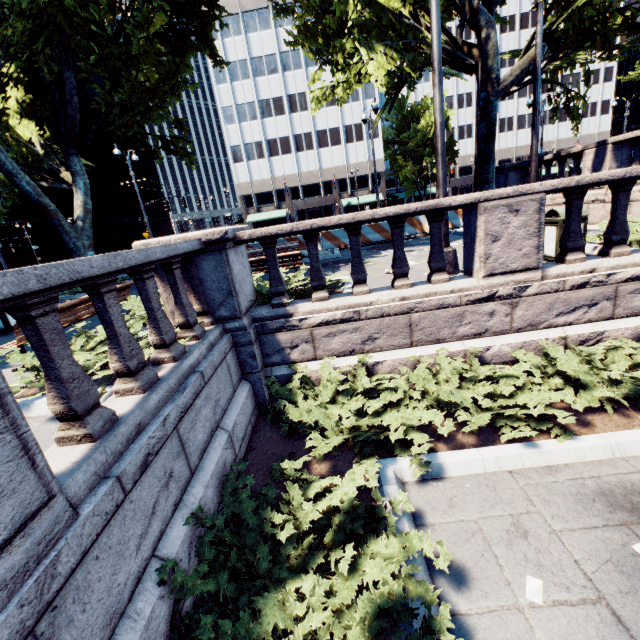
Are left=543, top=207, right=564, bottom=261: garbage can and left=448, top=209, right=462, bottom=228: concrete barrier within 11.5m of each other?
yes

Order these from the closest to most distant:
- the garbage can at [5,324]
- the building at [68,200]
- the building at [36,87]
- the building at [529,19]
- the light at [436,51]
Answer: the light at [436,51]
the garbage can at [5,324]
the building at [36,87]
the building at [68,200]
the building at [529,19]

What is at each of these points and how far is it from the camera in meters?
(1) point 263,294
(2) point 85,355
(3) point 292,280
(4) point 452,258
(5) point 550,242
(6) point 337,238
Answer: (1) bush, 6.4 m
(2) bush, 4.4 m
(3) bush, 7.1 m
(4) light, 6.5 m
(5) garbage can, 6.5 m
(6) concrete barrier, 15.6 m

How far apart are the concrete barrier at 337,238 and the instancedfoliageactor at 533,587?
14.1m

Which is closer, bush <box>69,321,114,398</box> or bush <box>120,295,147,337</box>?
bush <box>69,321,114,398</box>

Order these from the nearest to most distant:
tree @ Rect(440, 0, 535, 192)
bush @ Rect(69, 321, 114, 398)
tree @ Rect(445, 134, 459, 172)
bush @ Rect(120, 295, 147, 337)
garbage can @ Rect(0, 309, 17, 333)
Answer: bush @ Rect(69, 321, 114, 398) < bush @ Rect(120, 295, 147, 337) < garbage can @ Rect(0, 309, 17, 333) < tree @ Rect(440, 0, 535, 192) < tree @ Rect(445, 134, 459, 172)

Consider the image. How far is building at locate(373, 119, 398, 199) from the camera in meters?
50.5

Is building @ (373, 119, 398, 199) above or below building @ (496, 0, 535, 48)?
below
